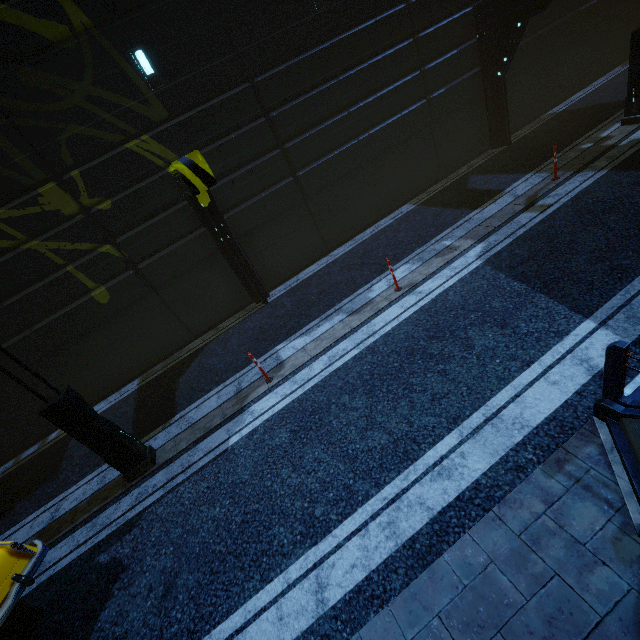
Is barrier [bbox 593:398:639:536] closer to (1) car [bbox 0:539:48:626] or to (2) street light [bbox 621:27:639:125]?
(1) car [bbox 0:539:48:626]

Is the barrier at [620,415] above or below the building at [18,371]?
below

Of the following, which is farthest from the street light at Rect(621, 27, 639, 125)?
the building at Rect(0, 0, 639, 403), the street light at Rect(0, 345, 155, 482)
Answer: the street light at Rect(0, 345, 155, 482)

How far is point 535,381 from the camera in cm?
502

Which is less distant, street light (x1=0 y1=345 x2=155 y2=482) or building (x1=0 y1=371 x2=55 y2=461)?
street light (x1=0 y1=345 x2=155 y2=482)

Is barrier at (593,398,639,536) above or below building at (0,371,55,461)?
below

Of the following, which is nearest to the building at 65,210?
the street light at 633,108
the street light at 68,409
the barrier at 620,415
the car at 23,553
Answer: the barrier at 620,415

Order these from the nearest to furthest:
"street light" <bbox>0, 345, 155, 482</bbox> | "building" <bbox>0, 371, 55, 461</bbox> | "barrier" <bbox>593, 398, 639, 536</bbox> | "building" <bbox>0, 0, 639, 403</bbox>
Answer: "barrier" <bbox>593, 398, 639, 536</bbox>, "street light" <bbox>0, 345, 155, 482</bbox>, "building" <bbox>0, 0, 639, 403</bbox>, "building" <bbox>0, 371, 55, 461</bbox>
